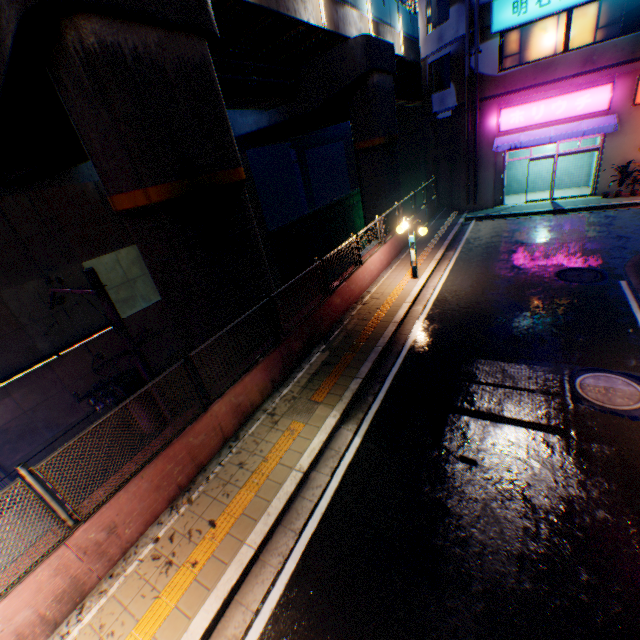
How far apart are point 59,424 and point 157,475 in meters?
11.8

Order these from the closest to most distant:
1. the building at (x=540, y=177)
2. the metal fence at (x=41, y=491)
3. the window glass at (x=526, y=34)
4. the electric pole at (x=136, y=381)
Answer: the metal fence at (x=41, y=491), the electric pole at (x=136, y=381), the window glass at (x=526, y=34), the building at (x=540, y=177)

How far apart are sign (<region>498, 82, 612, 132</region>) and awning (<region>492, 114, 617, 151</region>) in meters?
0.2

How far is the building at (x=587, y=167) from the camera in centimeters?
1875cm

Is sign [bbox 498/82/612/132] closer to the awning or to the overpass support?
the awning

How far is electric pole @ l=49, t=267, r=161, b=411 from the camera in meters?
6.5 m

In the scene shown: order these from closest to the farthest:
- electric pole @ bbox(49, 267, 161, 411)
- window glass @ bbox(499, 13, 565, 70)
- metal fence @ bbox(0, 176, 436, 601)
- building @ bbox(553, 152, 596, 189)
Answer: metal fence @ bbox(0, 176, 436, 601) → electric pole @ bbox(49, 267, 161, 411) → window glass @ bbox(499, 13, 565, 70) → building @ bbox(553, 152, 596, 189)

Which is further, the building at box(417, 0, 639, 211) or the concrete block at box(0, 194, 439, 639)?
the building at box(417, 0, 639, 211)
